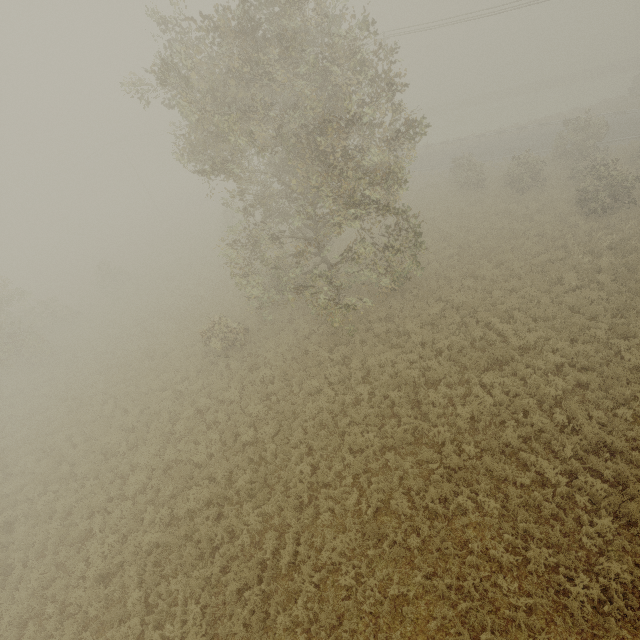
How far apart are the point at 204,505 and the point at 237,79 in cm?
Answer: 1508
